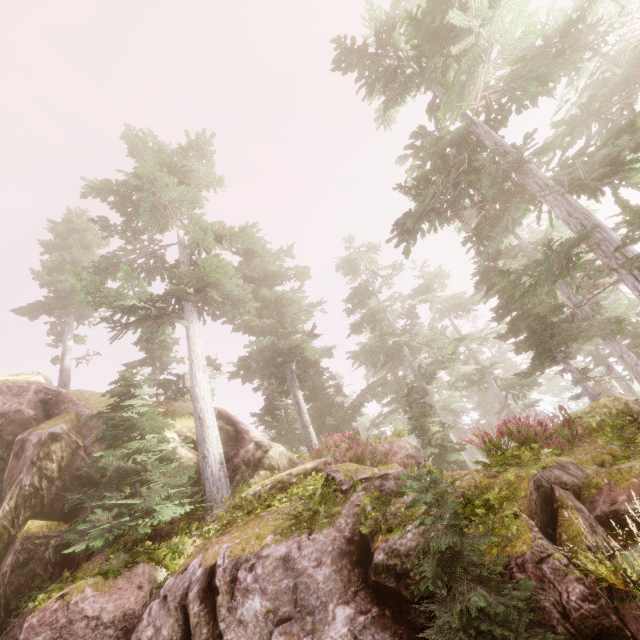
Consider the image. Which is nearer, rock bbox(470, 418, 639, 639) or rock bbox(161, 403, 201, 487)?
rock bbox(470, 418, 639, 639)

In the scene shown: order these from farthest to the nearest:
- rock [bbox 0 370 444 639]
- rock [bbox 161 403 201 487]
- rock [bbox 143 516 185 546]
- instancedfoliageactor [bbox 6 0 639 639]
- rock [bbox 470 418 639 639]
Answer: rock [bbox 161 403 201 487]
rock [bbox 143 516 185 546]
instancedfoliageactor [bbox 6 0 639 639]
rock [bbox 0 370 444 639]
rock [bbox 470 418 639 639]

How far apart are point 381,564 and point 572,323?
18.6m

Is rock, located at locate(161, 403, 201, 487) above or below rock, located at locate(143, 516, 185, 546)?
above

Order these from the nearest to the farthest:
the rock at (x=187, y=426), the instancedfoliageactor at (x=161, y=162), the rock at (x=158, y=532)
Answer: the instancedfoliageactor at (x=161, y=162)
the rock at (x=158, y=532)
the rock at (x=187, y=426)

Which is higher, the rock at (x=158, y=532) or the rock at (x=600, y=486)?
the rock at (x=158, y=532)

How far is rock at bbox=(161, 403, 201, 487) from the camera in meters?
13.5

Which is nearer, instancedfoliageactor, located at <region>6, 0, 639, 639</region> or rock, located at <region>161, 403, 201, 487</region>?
instancedfoliageactor, located at <region>6, 0, 639, 639</region>
